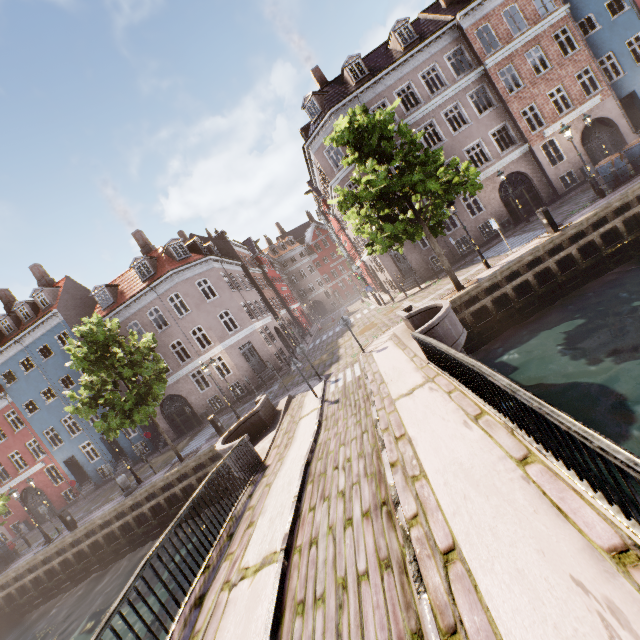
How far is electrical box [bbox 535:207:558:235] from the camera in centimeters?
1383cm

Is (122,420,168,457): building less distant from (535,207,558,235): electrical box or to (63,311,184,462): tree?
(63,311,184,462): tree

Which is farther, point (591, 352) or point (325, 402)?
point (325, 402)

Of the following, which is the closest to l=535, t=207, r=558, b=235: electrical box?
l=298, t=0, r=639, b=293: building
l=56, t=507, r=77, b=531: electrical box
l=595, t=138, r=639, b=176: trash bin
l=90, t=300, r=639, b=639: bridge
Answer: l=595, t=138, r=639, b=176: trash bin

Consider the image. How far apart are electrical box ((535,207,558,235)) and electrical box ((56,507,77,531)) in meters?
27.7

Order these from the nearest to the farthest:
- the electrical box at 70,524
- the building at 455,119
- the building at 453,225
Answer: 1. the electrical box at 70,524
2. the building at 455,119
3. the building at 453,225

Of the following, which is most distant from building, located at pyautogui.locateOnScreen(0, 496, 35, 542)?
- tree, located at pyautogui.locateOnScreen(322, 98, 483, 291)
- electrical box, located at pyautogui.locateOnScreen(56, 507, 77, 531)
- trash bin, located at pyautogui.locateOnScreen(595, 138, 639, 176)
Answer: electrical box, located at pyautogui.locateOnScreen(56, 507, 77, 531)

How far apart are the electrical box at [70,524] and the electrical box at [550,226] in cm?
2768
